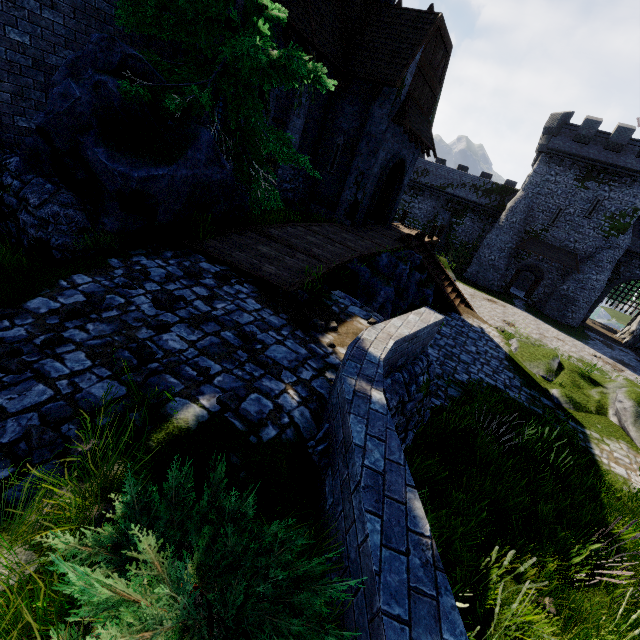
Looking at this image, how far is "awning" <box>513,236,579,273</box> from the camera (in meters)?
31.69

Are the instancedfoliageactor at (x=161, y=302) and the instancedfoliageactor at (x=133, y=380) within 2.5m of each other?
yes

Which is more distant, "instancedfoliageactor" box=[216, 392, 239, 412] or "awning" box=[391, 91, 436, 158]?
"awning" box=[391, 91, 436, 158]

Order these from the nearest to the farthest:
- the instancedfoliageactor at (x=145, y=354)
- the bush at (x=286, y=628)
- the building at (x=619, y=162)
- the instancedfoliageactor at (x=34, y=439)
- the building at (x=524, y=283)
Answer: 1. the bush at (x=286, y=628)
2. the instancedfoliageactor at (x=34, y=439)
3. the instancedfoliageactor at (x=145, y=354)
4. the building at (x=619, y=162)
5. the building at (x=524, y=283)

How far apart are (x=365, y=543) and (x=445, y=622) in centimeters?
55cm

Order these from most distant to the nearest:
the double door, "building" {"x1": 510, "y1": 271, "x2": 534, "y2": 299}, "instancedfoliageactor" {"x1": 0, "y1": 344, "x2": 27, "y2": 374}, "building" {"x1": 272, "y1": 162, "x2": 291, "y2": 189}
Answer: "building" {"x1": 510, "y1": 271, "x2": 534, "y2": 299} → the double door → "building" {"x1": 272, "y1": 162, "x2": 291, "y2": 189} → "instancedfoliageactor" {"x1": 0, "y1": 344, "x2": 27, "y2": 374}

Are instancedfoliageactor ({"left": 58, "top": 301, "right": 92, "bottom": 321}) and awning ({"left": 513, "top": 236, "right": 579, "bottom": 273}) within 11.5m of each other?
no

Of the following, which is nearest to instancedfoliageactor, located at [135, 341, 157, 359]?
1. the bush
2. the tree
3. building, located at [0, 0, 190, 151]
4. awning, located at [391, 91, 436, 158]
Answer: the bush
